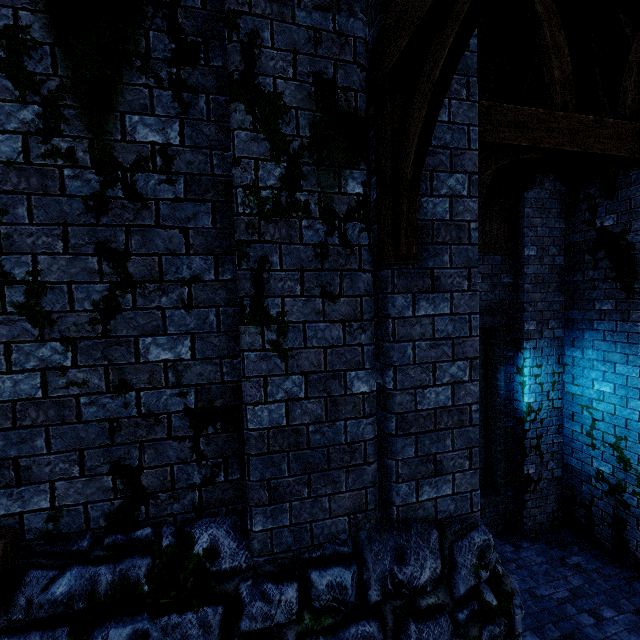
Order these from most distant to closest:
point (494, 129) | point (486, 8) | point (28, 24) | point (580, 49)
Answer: point (580, 49)
point (494, 129)
point (28, 24)
point (486, 8)
